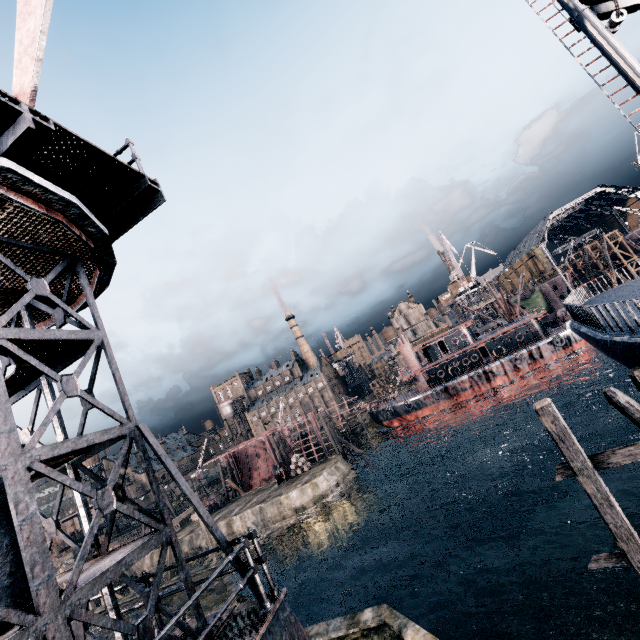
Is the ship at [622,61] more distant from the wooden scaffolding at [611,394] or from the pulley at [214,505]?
the pulley at [214,505]

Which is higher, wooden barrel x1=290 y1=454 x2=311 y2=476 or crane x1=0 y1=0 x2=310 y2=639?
crane x1=0 y1=0 x2=310 y2=639

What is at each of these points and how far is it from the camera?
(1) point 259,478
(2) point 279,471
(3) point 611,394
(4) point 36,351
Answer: (1) ship construction, 59.97m
(2) pulley, 45.97m
(3) wooden scaffolding, 9.77m
(4) crane, 6.09m

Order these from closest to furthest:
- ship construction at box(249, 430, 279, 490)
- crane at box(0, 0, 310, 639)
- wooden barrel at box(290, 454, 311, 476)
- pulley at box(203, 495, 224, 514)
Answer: crane at box(0, 0, 310, 639) < wooden barrel at box(290, 454, 311, 476) < pulley at box(203, 495, 224, 514) < ship construction at box(249, 430, 279, 490)

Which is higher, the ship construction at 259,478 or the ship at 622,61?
the ship at 622,61

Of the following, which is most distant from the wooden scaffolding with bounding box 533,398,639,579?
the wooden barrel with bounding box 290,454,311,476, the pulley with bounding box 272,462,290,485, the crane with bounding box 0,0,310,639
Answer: the pulley with bounding box 272,462,290,485

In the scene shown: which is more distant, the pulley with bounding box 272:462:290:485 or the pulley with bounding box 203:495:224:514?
the pulley with bounding box 203:495:224:514

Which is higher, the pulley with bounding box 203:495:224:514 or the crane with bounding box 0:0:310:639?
the crane with bounding box 0:0:310:639
